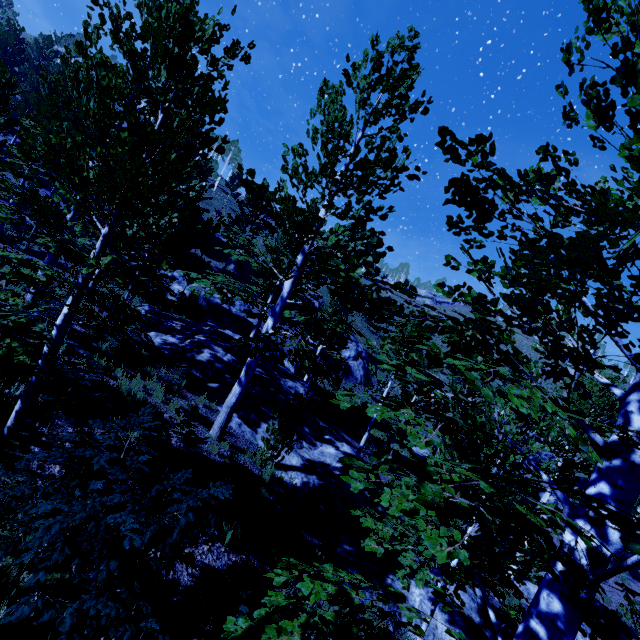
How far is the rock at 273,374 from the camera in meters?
11.1 m

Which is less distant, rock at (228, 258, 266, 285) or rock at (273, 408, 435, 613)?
rock at (273, 408, 435, 613)

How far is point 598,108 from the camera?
2.23m

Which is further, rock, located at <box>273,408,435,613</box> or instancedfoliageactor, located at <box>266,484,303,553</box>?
rock, located at <box>273,408,435,613</box>

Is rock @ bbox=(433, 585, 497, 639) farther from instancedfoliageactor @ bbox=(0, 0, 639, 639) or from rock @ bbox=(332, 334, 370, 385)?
rock @ bbox=(332, 334, 370, 385)

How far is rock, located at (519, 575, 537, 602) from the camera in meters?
13.5 m

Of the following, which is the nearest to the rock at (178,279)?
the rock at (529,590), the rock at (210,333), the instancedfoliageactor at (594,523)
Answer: the instancedfoliageactor at (594,523)

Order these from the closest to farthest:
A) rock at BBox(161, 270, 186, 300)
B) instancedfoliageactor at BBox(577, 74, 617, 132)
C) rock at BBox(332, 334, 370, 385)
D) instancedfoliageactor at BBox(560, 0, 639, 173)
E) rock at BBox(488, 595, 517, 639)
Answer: instancedfoliageactor at BBox(560, 0, 639, 173), instancedfoliageactor at BBox(577, 74, 617, 132), rock at BBox(488, 595, 517, 639), rock at BBox(161, 270, 186, 300), rock at BBox(332, 334, 370, 385)
